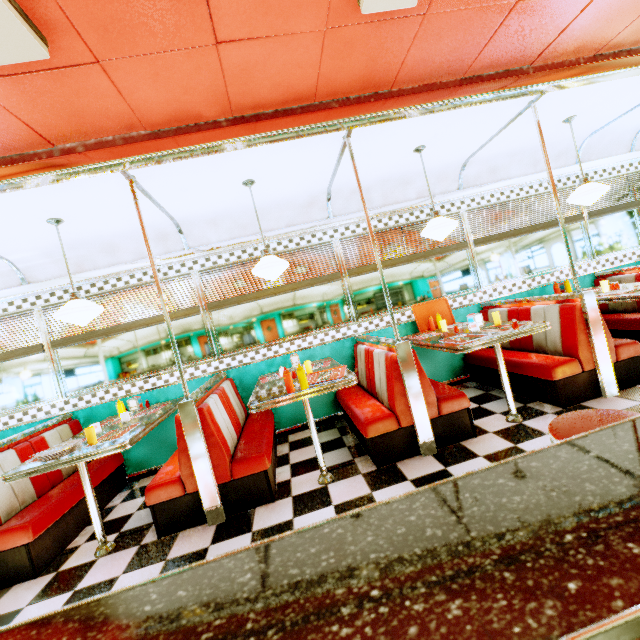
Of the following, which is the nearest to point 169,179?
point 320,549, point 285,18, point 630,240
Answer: point 285,18

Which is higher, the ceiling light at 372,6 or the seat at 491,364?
the ceiling light at 372,6

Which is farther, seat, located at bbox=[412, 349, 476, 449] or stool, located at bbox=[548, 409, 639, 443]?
seat, located at bbox=[412, 349, 476, 449]

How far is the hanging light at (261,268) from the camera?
3.31m

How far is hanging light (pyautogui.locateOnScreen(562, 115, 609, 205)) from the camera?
3.79m

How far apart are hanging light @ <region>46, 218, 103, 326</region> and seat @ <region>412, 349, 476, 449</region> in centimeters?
306cm

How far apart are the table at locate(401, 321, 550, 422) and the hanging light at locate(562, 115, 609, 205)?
1.8 meters

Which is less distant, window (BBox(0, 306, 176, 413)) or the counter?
the counter
